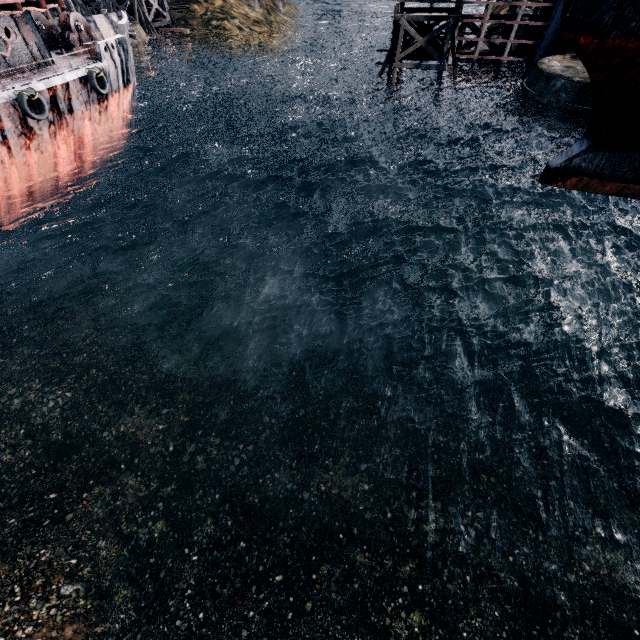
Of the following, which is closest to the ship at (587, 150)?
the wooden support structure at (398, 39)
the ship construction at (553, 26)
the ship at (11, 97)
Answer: the ship construction at (553, 26)

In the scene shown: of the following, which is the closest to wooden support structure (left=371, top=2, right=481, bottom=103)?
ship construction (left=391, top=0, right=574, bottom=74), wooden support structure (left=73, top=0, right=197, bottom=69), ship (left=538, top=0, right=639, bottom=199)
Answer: ship construction (left=391, top=0, right=574, bottom=74)

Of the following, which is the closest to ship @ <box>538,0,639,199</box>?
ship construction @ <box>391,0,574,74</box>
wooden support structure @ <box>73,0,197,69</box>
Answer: ship construction @ <box>391,0,574,74</box>

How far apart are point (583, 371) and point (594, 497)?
6.6 meters

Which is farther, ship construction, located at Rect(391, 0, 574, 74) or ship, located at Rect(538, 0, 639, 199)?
ship construction, located at Rect(391, 0, 574, 74)

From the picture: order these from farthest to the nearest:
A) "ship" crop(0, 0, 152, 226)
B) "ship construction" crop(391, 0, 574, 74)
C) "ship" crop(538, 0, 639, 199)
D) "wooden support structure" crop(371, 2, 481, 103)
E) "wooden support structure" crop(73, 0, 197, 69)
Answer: "wooden support structure" crop(73, 0, 197, 69)
"wooden support structure" crop(371, 2, 481, 103)
"ship construction" crop(391, 0, 574, 74)
"ship" crop(0, 0, 152, 226)
"ship" crop(538, 0, 639, 199)

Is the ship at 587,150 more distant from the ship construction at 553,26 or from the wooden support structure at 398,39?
the wooden support structure at 398,39

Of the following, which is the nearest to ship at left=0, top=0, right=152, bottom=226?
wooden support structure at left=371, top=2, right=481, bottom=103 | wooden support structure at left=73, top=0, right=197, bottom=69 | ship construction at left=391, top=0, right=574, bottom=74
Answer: wooden support structure at left=371, top=2, right=481, bottom=103
